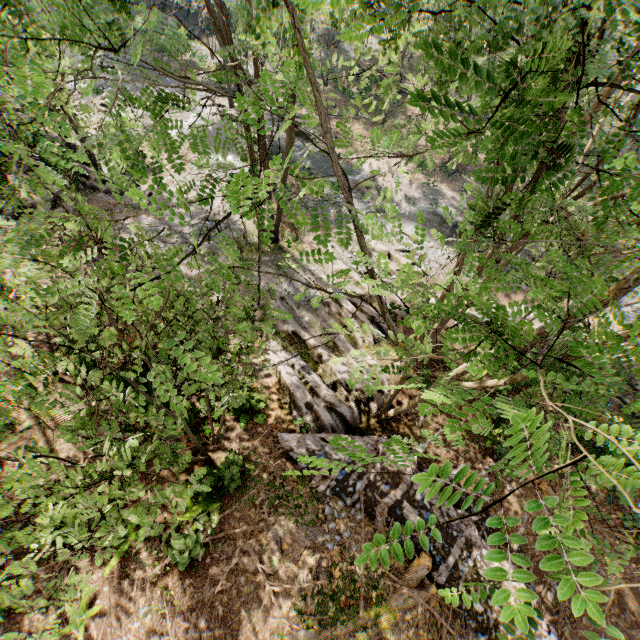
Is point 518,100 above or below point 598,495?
above

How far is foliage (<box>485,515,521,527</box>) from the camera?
1.04m

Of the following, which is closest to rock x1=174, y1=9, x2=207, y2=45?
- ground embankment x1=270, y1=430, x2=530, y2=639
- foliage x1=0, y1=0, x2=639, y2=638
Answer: foliage x1=0, y1=0, x2=639, y2=638

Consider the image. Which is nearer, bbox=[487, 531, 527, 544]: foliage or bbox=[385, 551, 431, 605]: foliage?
bbox=[487, 531, 527, 544]: foliage

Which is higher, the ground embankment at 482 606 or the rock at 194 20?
the ground embankment at 482 606

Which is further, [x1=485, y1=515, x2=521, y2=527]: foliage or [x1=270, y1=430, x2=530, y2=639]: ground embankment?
[x1=270, y1=430, x2=530, y2=639]: ground embankment

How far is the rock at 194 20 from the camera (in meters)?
35.81
